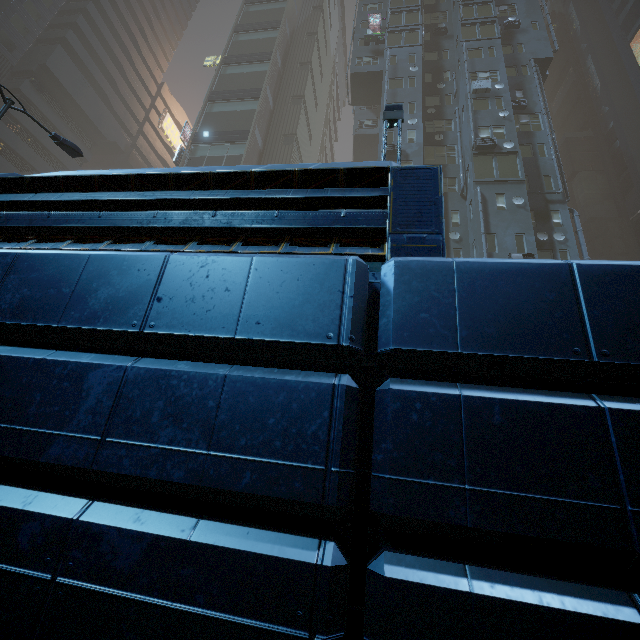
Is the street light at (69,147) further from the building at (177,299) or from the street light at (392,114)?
the street light at (392,114)

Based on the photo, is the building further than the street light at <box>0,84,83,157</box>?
No

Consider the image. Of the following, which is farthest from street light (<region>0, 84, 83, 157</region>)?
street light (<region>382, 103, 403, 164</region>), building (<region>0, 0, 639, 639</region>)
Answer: street light (<region>382, 103, 403, 164</region>)

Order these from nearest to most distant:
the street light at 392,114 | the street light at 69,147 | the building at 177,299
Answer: the building at 177,299 < the street light at 392,114 < the street light at 69,147

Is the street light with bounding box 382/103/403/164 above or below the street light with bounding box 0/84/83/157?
below

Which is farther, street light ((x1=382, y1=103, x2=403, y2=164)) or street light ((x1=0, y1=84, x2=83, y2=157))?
street light ((x1=0, y1=84, x2=83, y2=157))

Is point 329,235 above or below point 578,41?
below

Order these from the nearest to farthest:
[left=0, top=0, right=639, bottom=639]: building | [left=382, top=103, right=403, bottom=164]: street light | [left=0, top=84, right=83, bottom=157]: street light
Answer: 1. [left=0, top=0, right=639, bottom=639]: building
2. [left=382, top=103, right=403, bottom=164]: street light
3. [left=0, top=84, right=83, bottom=157]: street light
